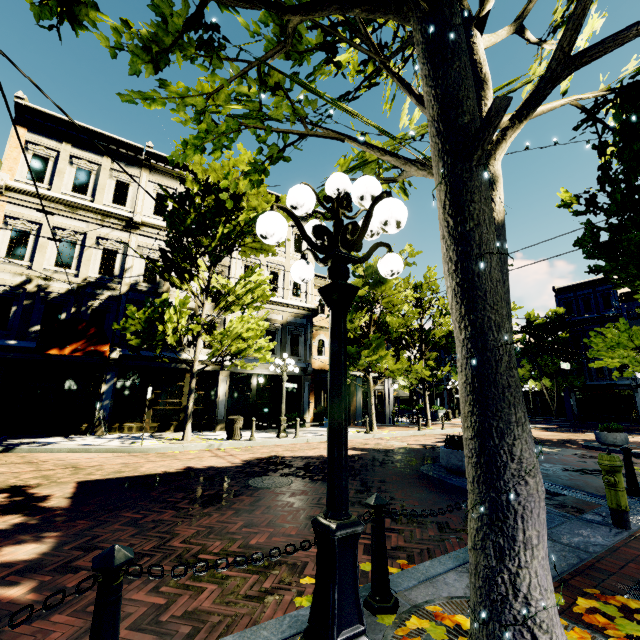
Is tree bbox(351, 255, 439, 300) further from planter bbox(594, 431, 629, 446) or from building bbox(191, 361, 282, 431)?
planter bbox(594, 431, 629, 446)

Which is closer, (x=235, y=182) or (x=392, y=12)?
(x=392, y=12)

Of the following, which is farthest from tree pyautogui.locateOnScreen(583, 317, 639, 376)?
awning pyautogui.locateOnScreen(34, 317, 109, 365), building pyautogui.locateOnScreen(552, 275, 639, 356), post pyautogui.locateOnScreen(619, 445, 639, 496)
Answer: post pyautogui.locateOnScreen(619, 445, 639, 496)

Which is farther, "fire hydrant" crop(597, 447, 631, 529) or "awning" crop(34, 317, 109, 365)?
"awning" crop(34, 317, 109, 365)

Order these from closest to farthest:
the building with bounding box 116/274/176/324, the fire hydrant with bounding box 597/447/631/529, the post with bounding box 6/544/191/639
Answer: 1. the post with bounding box 6/544/191/639
2. the fire hydrant with bounding box 597/447/631/529
3. the building with bounding box 116/274/176/324

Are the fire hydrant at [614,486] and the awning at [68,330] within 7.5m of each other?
no

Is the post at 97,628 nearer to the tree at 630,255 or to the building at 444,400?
the tree at 630,255

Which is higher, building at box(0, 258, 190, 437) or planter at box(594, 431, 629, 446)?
building at box(0, 258, 190, 437)
